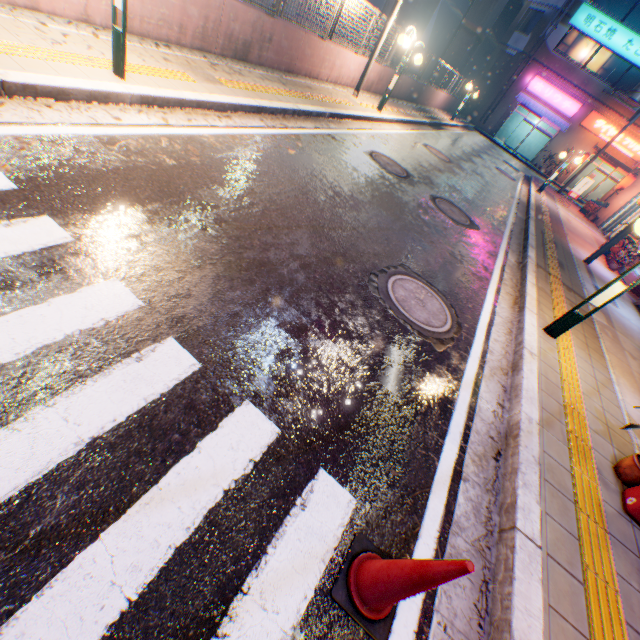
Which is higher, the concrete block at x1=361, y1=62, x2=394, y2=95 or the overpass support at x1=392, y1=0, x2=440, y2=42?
the overpass support at x1=392, y1=0, x2=440, y2=42

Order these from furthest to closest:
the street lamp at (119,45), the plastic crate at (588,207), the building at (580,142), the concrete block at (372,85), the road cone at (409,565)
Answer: the building at (580,142)
the plastic crate at (588,207)
the concrete block at (372,85)
the street lamp at (119,45)
the road cone at (409,565)

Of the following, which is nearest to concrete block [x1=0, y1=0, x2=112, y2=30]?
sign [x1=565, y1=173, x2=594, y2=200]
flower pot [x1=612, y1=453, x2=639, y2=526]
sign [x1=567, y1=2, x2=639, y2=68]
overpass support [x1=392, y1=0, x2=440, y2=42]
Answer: overpass support [x1=392, y1=0, x2=440, y2=42]

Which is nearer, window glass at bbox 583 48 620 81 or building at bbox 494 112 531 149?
window glass at bbox 583 48 620 81

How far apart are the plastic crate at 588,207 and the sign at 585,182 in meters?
1.3 m

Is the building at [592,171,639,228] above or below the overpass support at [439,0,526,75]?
below

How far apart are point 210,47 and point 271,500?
8.67m

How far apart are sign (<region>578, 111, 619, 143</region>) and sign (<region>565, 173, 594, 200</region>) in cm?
1352
